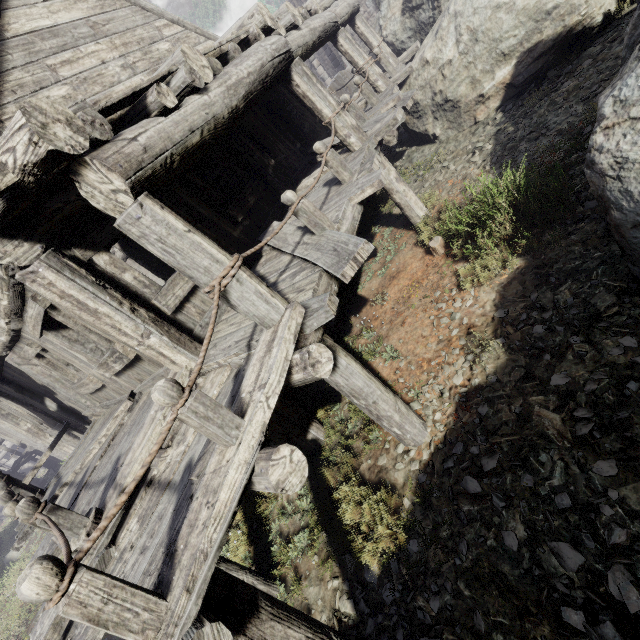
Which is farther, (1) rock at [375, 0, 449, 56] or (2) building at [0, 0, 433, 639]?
(1) rock at [375, 0, 449, 56]

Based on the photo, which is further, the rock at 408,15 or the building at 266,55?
the rock at 408,15

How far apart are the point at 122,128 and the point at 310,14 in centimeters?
703cm
